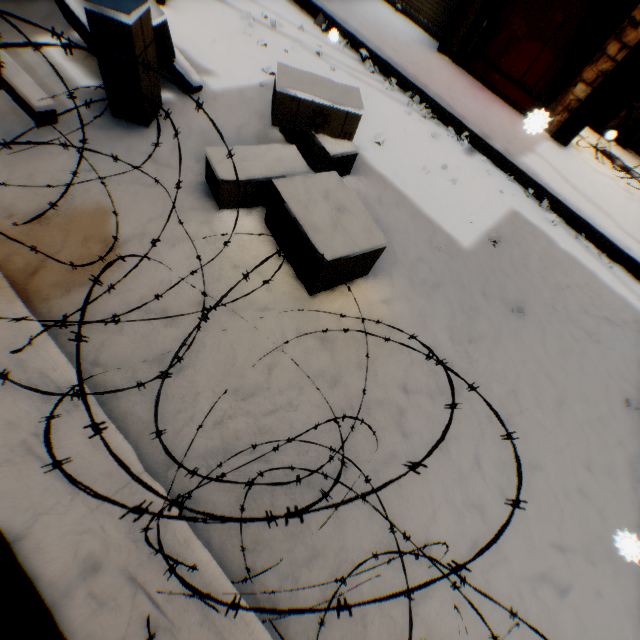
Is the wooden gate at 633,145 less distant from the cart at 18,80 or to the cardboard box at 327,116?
the cardboard box at 327,116

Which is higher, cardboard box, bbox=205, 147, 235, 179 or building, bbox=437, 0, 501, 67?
building, bbox=437, 0, 501, 67

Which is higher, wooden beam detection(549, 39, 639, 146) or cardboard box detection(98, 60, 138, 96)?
wooden beam detection(549, 39, 639, 146)

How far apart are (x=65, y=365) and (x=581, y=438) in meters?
3.2

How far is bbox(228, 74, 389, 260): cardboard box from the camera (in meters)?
2.07

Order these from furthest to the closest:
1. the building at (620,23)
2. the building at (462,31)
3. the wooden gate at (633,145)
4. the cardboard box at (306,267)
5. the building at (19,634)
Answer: the wooden gate at (633,145), the building at (462,31), the building at (620,23), the cardboard box at (306,267), the building at (19,634)

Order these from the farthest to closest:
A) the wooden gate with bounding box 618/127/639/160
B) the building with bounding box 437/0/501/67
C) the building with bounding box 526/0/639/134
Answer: the wooden gate with bounding box 618/127/639/160, the building with bounding box 437/0/501/67, the building with bounding box 526/0/639/134
